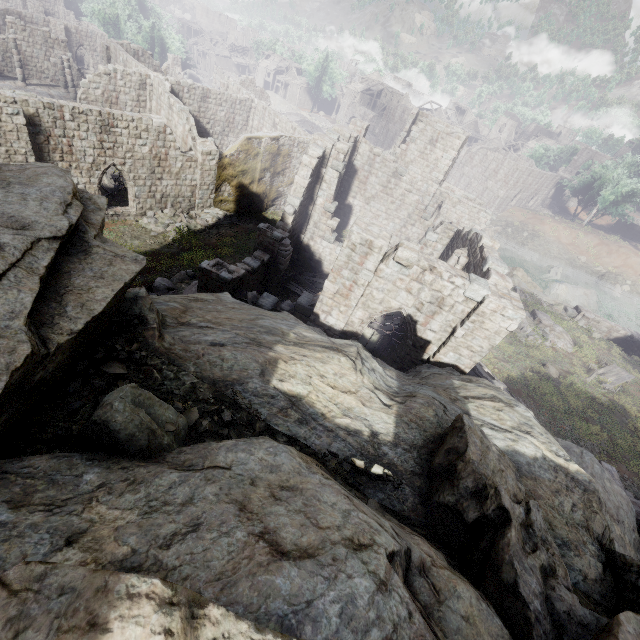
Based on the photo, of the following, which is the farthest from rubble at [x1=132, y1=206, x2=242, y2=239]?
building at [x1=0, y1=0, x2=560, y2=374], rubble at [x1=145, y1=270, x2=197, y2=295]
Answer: rubble at [x1=145, y1=270, x2=197, y2=295]

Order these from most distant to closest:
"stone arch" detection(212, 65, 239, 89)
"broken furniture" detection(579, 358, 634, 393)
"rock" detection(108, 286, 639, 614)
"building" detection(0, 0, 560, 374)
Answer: "stone arch" detection(212, 65, 239, 89), "broken furniture" detection(579, 358, 634, 393), "building" detection(0, 0, 560, 374), "rock" detection(108, 286, 639, 614)

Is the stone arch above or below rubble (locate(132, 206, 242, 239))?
above

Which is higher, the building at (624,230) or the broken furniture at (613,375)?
the building at (624,230)

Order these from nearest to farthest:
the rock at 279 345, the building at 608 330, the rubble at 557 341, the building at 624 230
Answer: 1. the rock at 279 345
2. the rubble at 557 341
3. the building at 608 330
4. the building at 624 230

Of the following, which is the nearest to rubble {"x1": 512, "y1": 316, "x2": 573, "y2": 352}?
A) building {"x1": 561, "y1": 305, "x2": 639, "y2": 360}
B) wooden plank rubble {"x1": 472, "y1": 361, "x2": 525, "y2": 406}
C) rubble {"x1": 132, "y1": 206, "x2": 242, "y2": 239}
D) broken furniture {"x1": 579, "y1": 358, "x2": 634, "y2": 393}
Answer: broken furniture {"x1": 579, "y1": 358, "x2": 634, "y2": 393}

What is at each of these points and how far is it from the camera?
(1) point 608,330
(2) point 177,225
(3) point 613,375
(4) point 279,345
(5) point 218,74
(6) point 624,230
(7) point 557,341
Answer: (1) building, 28.3 meters
(2) rubble, 21.9 meters
(3) broken furniture, 21.9 meters
(4) rock, 6.2 meters
(5) stone arch, 50.4 meters
(6) building, 57.5 meters
(7) rubble, 23.9 meters

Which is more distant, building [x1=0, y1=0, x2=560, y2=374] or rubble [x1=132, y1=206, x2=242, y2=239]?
rubble [x1=132, y1=206, x2=242, y2=239]
